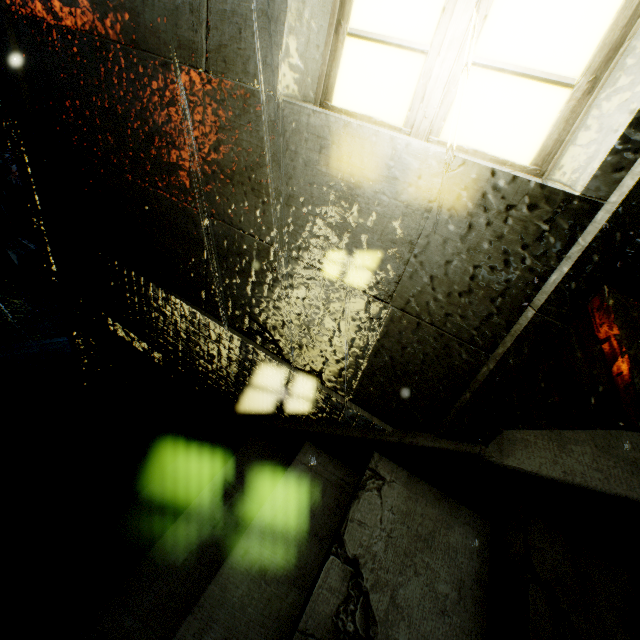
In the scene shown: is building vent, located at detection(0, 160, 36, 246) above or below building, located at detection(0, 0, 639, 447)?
below

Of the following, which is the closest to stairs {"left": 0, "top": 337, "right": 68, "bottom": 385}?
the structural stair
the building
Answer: the structural stair

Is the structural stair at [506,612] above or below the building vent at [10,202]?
above

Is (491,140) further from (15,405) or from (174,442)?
(15,405)

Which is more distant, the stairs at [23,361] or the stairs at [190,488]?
the stairs at [23,361]

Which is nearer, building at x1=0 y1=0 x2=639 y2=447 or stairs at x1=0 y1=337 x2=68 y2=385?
building at x1=0 y1=0 x2=639 y2=447

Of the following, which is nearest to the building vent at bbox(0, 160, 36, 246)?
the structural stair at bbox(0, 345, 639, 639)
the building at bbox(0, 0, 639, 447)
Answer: the building at bbox(0, 0, 639, 447)

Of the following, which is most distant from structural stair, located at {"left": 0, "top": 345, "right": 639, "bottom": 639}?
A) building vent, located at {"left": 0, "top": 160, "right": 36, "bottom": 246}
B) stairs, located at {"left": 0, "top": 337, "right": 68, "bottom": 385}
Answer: building vent, located at {"left": 0, "top": 160, "right": 36, "bottom": 246}
